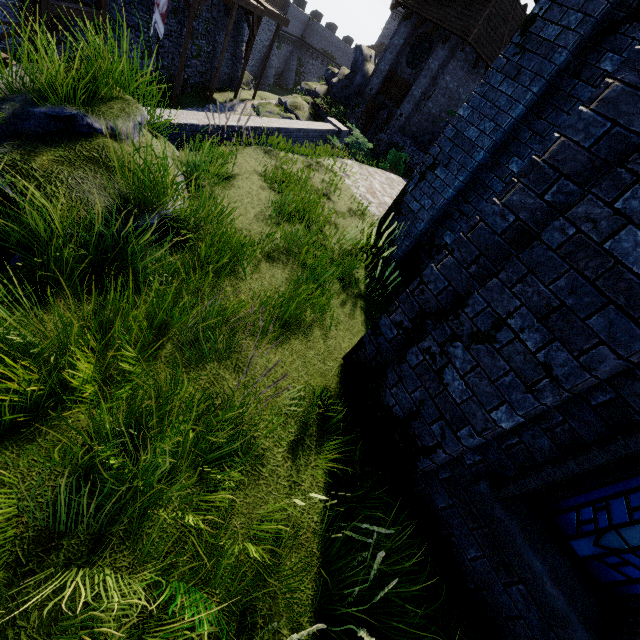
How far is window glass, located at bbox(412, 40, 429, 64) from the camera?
19.7 meters

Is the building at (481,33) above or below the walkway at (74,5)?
above

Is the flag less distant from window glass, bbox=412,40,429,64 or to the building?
window glass, bbox=412,40,429,64

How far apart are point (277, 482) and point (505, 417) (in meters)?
1.94

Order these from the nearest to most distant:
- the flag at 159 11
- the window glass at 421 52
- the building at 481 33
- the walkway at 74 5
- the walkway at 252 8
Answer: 1. the building at 481 33
2. the walkway at 74 5
3. the flag at 159 11
4. the walkway at 252 8
5. the window glass at 421 52

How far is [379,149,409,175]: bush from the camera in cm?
1777

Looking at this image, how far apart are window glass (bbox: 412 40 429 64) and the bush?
6.72m

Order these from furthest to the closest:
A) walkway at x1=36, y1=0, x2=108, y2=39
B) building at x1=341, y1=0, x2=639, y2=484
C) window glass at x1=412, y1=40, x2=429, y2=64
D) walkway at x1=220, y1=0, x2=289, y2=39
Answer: window glass at x1=412, y1=40, x2=429, y2=64 → walkway at x1=220, y1=0, x2=289, y2=39 → walkway at x1=36, y1=0, x2=108, y2=39 → building at x1=341, y1=0, x2=639, y2=484
